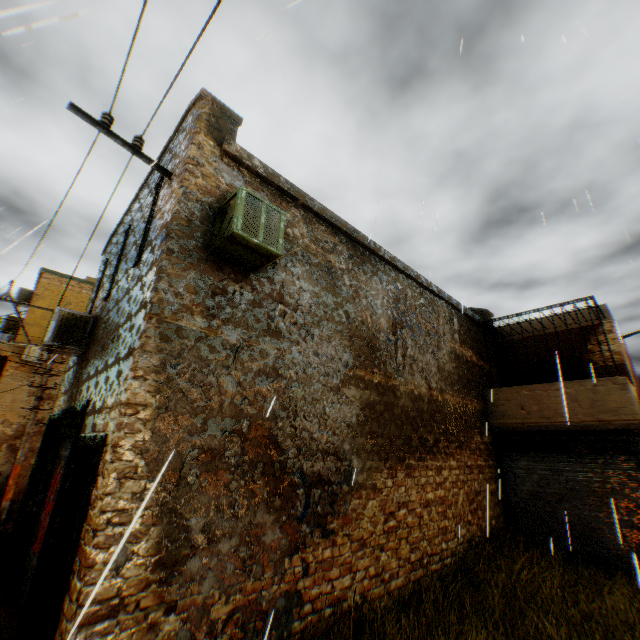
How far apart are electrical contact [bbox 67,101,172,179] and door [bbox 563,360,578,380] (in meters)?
13.18

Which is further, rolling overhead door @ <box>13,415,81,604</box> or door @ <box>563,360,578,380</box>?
door @ <box>563,360,578,380</box>

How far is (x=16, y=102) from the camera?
13.1 meters

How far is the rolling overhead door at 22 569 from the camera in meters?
6.2 m

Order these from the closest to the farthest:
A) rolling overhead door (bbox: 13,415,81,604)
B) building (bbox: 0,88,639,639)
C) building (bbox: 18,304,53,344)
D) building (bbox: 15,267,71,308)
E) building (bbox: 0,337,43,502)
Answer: building (bbox: 0,88,639,639), rolling overhead door (bbox: 13,415,81,604), building (bbox: 0,337,43,502), building (bbox: 18,304,53,344), building (bbox: 15,267,71,308)

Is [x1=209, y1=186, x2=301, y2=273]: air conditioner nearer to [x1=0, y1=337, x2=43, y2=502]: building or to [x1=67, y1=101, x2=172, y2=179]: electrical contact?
[x1=0, y1=337, x2=43, y2=502]: building

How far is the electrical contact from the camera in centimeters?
441cm

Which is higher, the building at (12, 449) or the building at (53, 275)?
the building at (53, 275)
